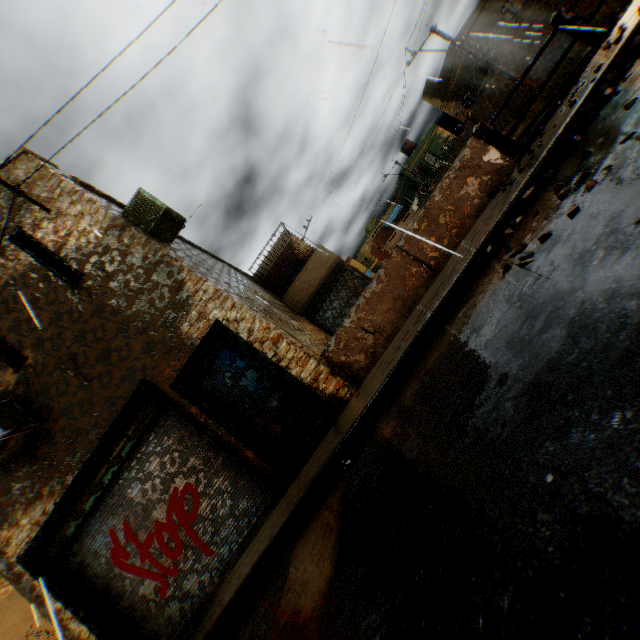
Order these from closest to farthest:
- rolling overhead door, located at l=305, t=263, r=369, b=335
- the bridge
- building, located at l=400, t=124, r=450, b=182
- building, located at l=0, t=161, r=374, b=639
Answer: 1. the bridge
2. building, located at l=0, t=161, r=374, b=639
3. rolling overhead door, located at l=305, t=263, r=369, b=335
4. building, located at l=400, t=124, r=450, b=182

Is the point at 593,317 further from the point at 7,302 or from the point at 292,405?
the point at 7,302

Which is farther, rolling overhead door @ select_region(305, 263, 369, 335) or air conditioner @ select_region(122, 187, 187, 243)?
rolling overhead door @ select_region(305, 263, 369, 335)

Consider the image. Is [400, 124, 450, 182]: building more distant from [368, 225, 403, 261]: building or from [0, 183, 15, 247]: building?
[368, 225, 403, 261]: building

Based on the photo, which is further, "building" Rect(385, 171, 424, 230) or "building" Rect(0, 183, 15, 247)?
"building" Rect(385, 171, 424, 230)

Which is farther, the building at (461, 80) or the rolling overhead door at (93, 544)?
the building at (461, 80)

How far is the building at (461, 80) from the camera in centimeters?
2411cm

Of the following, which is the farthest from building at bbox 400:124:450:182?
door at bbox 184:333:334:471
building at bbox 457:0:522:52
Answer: door at bbox 184:333:334:471
